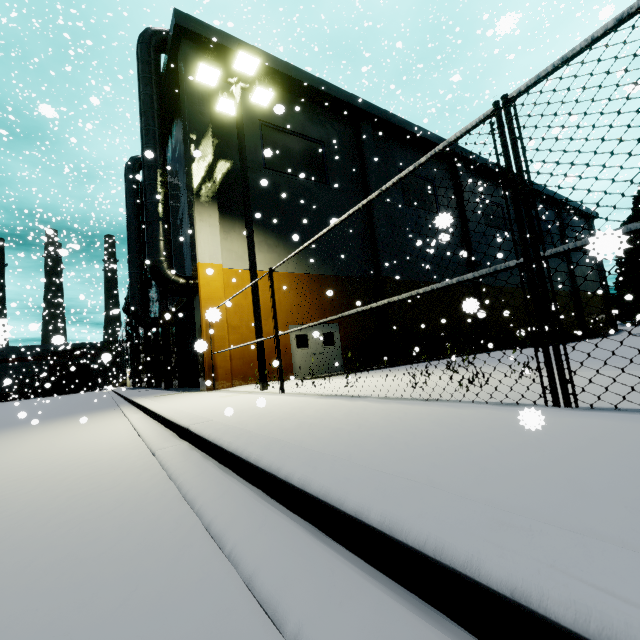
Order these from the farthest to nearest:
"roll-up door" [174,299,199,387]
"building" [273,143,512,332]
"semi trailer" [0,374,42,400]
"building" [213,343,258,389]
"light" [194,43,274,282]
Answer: "semi trailer" [0,374,42,400]
"roll-up door" [174,299,199,387]
"building" [273,143,512,332]
"building" [213,343,258,389]
"light" [194,43,274,282]

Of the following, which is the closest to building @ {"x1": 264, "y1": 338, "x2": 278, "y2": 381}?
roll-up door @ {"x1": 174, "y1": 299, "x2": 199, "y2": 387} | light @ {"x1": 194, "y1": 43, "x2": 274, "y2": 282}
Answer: roll-up door @ {"x1": 174, "y1": 299, "x2": 199, "y2": 387}

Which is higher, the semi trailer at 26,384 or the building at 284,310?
the building at 284,310

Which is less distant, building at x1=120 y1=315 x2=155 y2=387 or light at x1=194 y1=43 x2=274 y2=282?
light at x1=194 y1=43 x2=274 y2=282

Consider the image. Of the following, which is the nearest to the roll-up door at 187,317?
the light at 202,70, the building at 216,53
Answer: the building at 216,53

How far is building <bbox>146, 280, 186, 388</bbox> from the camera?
19.3 meters

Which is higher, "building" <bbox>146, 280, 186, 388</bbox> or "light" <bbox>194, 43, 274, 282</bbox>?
"light" <bbox>194, 43, 274, 282</bbox>

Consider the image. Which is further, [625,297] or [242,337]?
[242,337]
